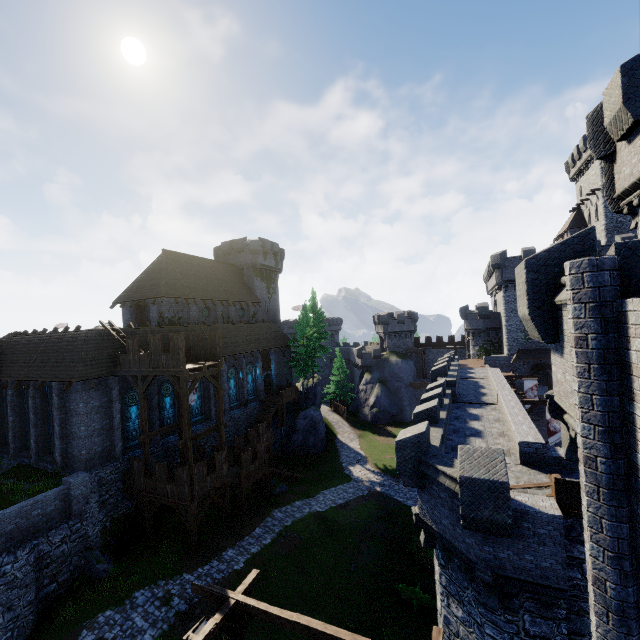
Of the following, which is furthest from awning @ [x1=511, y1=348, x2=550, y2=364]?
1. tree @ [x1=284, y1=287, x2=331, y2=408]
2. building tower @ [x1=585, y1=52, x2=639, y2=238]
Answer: building tower @ [x1=585, y1=52, x2=639, y2=238]

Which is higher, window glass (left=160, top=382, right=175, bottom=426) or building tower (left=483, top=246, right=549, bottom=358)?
building tower (left=483, top=246, right=549, bottom=358)

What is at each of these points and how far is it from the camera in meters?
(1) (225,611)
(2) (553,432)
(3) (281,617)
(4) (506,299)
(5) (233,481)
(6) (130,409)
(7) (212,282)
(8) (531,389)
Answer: (1) wooden support, 9.8
(2) flag, 21.6
(3) wooden beam, 9.5
(4) building tower, 39.8
(5) walkway, 24.2
(6) window glass, 23.4
(7) building, 37.2
(8) flag, 29.9

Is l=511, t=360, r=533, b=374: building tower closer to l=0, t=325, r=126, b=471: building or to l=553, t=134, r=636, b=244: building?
l=553, t=134, r=636, b=244: building

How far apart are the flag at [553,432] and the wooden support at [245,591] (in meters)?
20.02

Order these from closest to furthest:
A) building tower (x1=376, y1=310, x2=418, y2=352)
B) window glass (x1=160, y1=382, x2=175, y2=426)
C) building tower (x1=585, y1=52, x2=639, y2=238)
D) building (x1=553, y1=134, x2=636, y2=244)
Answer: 1. building tower (x1=585, y1=52, x2=639, y2=238)
2. window glass (x1=160, y1=382, x2=175, y2=426)
3. building (x1=553, y1=134, x2=636, y2=244)
4. building tower (x1=376, y1=310, x2=418, y2=352)

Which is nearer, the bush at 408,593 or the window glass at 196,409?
the bush at 408,593

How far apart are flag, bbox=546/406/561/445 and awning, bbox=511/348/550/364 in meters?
18.5 m
